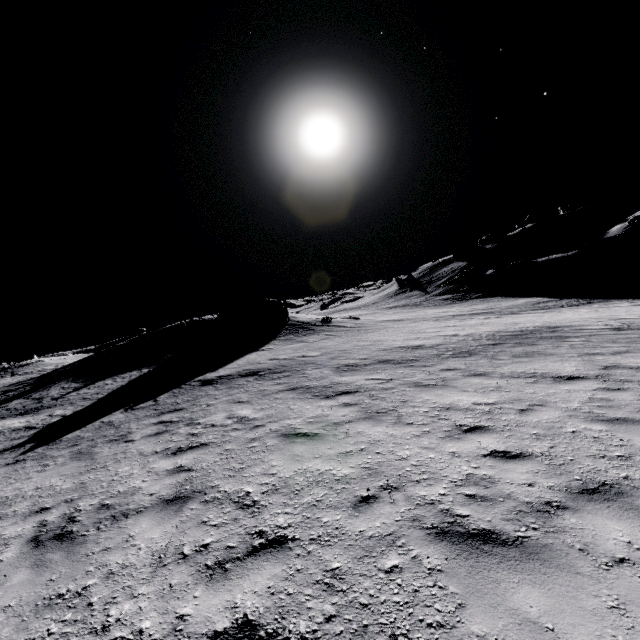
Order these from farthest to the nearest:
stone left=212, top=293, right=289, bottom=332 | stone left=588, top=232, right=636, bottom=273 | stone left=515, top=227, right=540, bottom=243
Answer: stone left=515, top=227, right=540, bottom=243, stone left=588, top=232, right=636, bottom=273, stone left=212, top=293, right=289, bottom=332

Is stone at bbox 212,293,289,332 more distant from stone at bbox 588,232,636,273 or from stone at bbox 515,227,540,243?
stone at bbox 515,227,540,243

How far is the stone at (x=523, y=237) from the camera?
58.28m

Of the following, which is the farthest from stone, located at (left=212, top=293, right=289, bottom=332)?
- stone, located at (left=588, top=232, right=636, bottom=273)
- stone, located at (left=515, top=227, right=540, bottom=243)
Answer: stone, located at (left=515, top=227, right=540, bottom=243)

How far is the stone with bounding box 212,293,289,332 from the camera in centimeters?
2739cm

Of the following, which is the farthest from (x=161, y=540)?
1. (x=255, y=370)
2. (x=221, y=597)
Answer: (x=255, y=370)

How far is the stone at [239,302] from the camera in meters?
27.4
